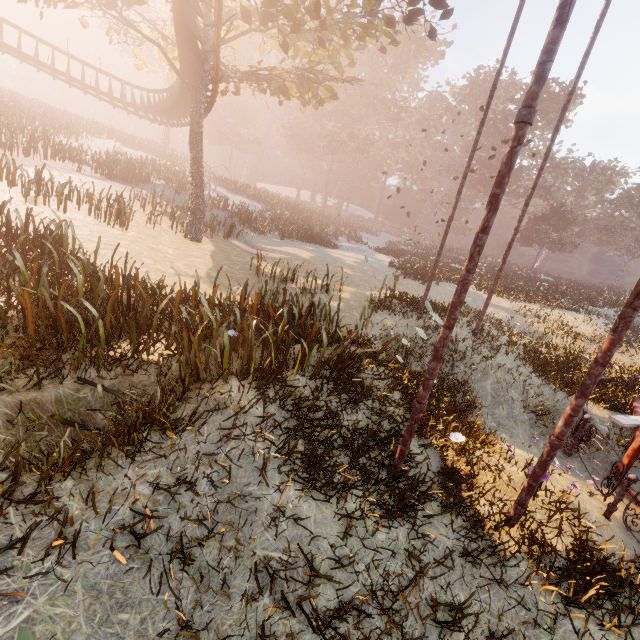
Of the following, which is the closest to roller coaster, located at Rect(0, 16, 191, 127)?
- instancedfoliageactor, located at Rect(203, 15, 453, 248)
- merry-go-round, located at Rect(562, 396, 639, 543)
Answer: merry-go-round, located at Rect(562, 396, 639, 543)

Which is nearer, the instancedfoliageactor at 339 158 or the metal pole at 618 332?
the metal pole at 618 332

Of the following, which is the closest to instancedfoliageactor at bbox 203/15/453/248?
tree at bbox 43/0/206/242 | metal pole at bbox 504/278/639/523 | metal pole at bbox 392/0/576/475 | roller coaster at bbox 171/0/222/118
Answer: tree at bbox 43/0/206/242

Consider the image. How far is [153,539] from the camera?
3.4m

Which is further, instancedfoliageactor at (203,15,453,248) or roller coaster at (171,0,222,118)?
instancedfoliageactor at (203,15,453,248)

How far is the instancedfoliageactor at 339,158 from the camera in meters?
31.6 m

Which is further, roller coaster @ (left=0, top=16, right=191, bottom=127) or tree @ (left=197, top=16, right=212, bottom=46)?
roller coaster @ (left=0, top=16, right=191, bottom=127)

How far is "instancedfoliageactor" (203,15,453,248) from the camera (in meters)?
31.64
